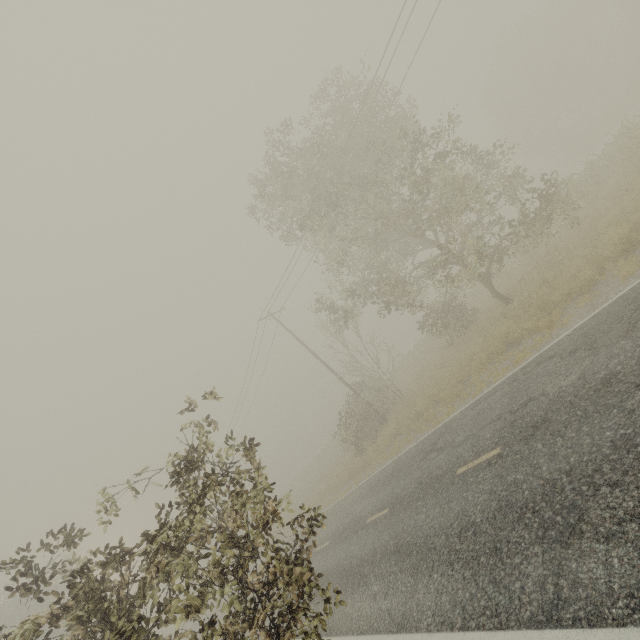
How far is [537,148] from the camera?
38.4m
